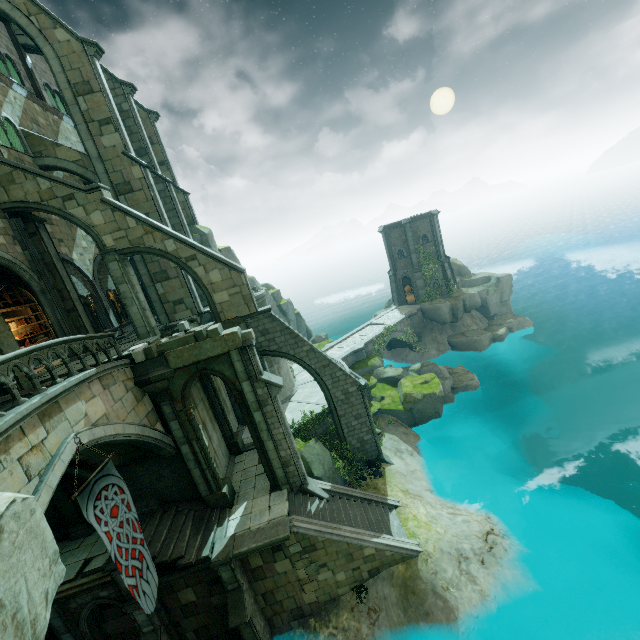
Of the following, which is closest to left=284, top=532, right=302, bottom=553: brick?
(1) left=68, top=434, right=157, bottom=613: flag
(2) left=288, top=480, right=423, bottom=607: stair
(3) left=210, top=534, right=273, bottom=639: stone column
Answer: (2) left=288, top=480, right=423, bottom=607: stair

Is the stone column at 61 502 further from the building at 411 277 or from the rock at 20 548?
the building at 411 277

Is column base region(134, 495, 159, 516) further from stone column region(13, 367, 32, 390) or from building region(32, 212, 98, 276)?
building region(32, 212, 98, 276)

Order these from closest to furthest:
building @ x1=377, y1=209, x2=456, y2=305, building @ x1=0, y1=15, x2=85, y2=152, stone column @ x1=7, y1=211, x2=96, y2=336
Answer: stone column @ x1=7, y1=211, x2=96, y2=336 < building @ x1=0, y1=15, x2=85, y2=152 < building @ x1=377, y1=209, x2=456, y2=305

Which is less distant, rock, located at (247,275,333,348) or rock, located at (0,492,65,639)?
rock, located at (0,492,65,639)

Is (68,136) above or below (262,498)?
above

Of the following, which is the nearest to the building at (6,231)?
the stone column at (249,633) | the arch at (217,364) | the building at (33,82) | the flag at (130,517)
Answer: the building at (33,82)

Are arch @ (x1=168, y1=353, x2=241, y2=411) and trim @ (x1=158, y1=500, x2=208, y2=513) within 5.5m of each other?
yes
